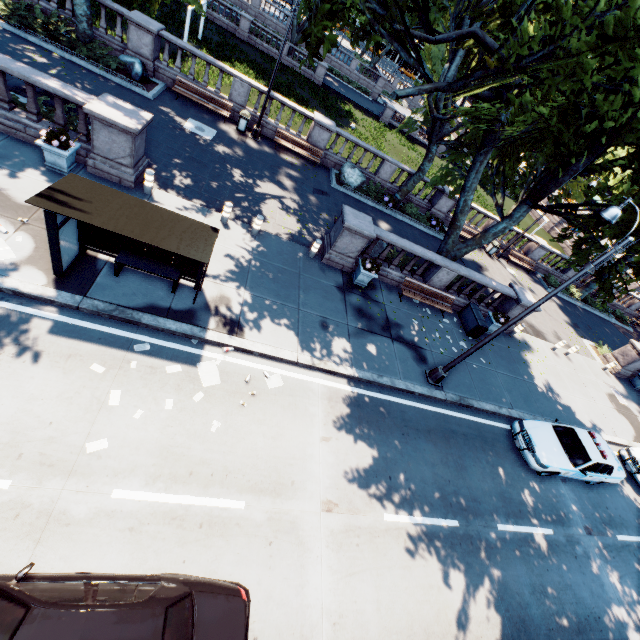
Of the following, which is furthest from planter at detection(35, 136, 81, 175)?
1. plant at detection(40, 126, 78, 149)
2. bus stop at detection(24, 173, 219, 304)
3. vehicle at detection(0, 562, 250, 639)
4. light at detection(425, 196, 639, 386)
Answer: light at detection(425, 196, 639, 386)

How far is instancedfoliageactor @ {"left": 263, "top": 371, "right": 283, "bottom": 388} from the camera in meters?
9.0 m

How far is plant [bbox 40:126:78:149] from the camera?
9.24m

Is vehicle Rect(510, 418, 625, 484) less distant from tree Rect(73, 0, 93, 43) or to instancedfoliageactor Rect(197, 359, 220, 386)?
tree Rect(73, 0, 93, 43)

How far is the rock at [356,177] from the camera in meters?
19.8 m

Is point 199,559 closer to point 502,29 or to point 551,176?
point 502,29

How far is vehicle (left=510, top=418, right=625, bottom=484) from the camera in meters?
11.4

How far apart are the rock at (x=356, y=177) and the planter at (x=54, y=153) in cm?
1376
